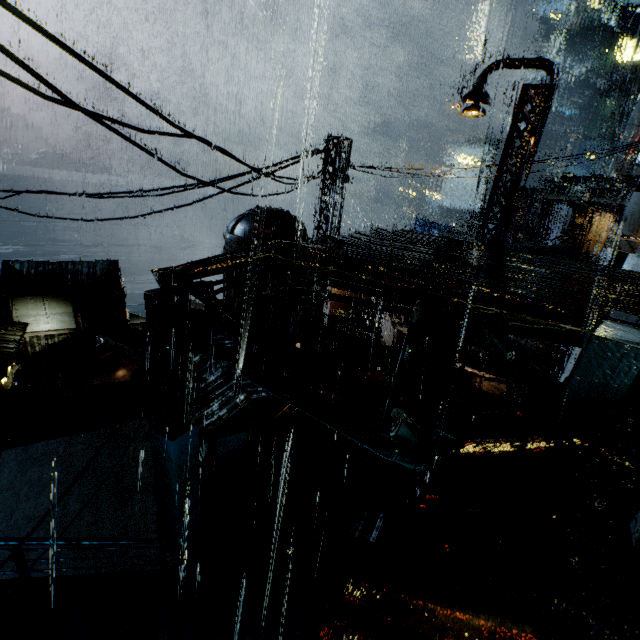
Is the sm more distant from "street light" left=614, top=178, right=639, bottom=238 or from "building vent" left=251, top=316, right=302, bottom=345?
"building vent" left=251, top=316, right=302, bottom=345

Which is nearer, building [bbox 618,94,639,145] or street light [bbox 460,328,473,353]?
street light [bbox 460,328,473,353]

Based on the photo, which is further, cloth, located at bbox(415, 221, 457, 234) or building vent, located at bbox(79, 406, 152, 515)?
cloth, located at bbox(415, 221, 457, 234)

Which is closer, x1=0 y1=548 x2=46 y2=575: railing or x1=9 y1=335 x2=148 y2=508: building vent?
x1=0 y1=548 x2=46 y2=575: railing

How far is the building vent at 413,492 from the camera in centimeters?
1562cm

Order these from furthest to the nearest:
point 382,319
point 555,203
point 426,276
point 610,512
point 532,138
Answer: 1. point 555,203
2. point 382,319
3. point 532,138
4. point 426,276
5. point 610,512

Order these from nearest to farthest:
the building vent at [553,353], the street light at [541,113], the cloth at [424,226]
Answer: the street light at [541,113] → the building vent at [553,353] → the cloth at [424,226]

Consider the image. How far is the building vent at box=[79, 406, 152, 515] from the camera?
14.81m
